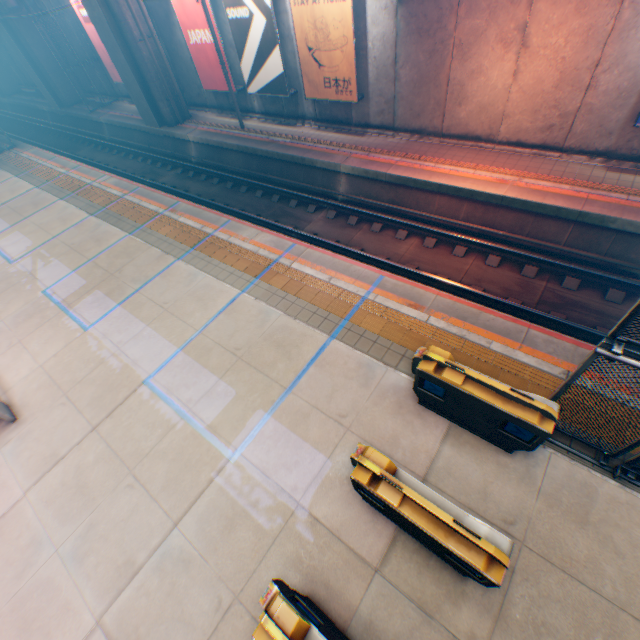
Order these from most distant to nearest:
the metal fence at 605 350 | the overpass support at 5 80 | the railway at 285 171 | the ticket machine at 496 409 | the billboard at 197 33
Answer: the overpass support at 5 80, the billboard at 197 33, the railway at 285 171, the ticket machine at 496 409, the metal fence at 605 350

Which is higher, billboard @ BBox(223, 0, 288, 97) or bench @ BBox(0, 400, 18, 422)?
billboard @ BBox(223, 0, 288, 97)

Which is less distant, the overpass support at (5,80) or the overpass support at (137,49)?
the overpass support at (137,49)

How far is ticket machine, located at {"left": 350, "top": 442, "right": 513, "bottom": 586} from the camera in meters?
3.6 m

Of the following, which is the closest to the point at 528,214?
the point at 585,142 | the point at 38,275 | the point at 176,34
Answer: the point at 585,142

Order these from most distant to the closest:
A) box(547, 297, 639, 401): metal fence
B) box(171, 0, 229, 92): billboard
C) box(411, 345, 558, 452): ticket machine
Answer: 1. box(171, 0, 229, 92): billboard
2. box(411, 345, 558, 452): ticket machine
3. box(547, 297, 639, 401): metal fence

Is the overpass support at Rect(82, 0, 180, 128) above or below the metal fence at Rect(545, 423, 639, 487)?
above

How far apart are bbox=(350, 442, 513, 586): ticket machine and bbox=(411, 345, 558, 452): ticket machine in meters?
1.4
